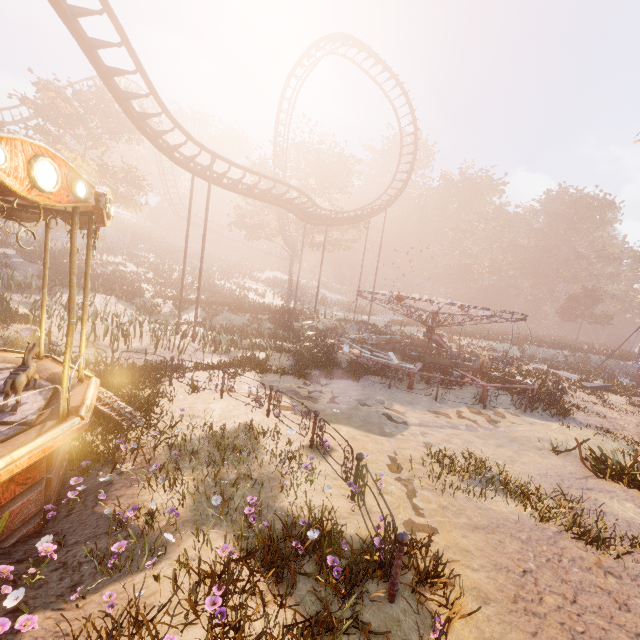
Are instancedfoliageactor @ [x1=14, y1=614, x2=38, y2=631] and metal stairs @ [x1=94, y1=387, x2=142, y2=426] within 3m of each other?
no

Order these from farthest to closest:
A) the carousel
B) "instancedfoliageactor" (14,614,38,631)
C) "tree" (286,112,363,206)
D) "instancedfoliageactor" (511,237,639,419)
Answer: "tree" (286,112,363,206), "instancedfoliageactor" (511,237,639,419), the carousel, "instancedfoliageactor" (14,614,38,631)

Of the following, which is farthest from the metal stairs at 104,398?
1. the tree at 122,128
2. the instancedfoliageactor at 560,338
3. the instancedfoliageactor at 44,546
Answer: the instancedfoliageactor at 560,338

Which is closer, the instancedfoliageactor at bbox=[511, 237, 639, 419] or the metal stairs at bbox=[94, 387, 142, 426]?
the metal stairs at bbox=[94, 387, 142, 426]

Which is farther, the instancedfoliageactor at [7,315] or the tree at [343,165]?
the tree at [343,165]

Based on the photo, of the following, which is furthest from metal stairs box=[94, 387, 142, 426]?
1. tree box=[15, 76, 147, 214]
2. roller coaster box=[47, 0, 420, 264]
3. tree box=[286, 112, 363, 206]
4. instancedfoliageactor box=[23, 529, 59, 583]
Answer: tree box=[286, 112, 363, 206]

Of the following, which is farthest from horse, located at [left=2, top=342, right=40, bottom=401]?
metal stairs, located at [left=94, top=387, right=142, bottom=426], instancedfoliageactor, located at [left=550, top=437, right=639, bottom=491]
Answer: instancedfoliageactor, located at [left=550, top=437, right=639, bottom=491]

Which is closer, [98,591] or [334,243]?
[98,591]
